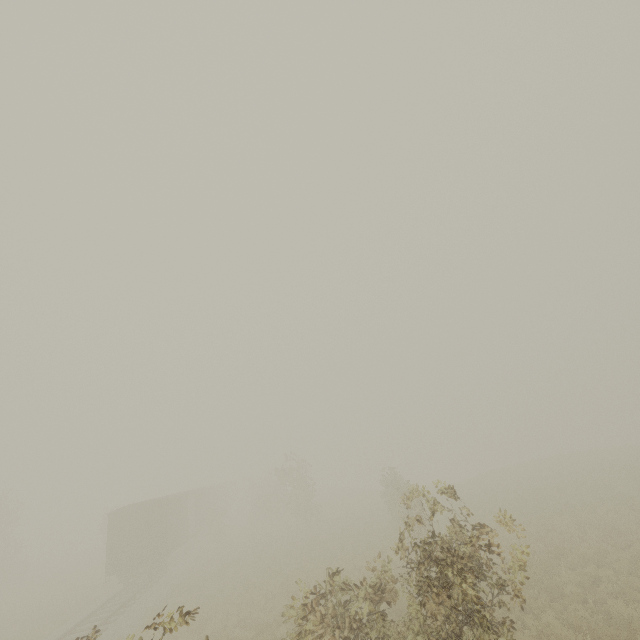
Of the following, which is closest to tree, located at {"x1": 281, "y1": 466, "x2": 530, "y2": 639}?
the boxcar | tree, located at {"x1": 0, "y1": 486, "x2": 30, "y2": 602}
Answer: the boxcar

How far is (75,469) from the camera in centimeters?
4316cm

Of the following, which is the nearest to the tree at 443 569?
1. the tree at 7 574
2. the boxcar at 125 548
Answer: the boxcar at 125 548

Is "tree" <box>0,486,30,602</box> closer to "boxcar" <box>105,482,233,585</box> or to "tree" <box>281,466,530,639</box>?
"tree" <box>281,466,530,639</box>

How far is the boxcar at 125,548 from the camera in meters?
21.3 m

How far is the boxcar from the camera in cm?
2127

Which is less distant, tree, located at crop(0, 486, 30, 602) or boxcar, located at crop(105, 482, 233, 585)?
boxcar, located at crop(105, 482, 233, 585)

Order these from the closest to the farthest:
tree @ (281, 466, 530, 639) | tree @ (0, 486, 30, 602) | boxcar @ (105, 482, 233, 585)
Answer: tree @ (281, 466, 530, 639) → boxcar @ (105, 482, 233, 585) → tree @ (0, 486, 30, 602)
